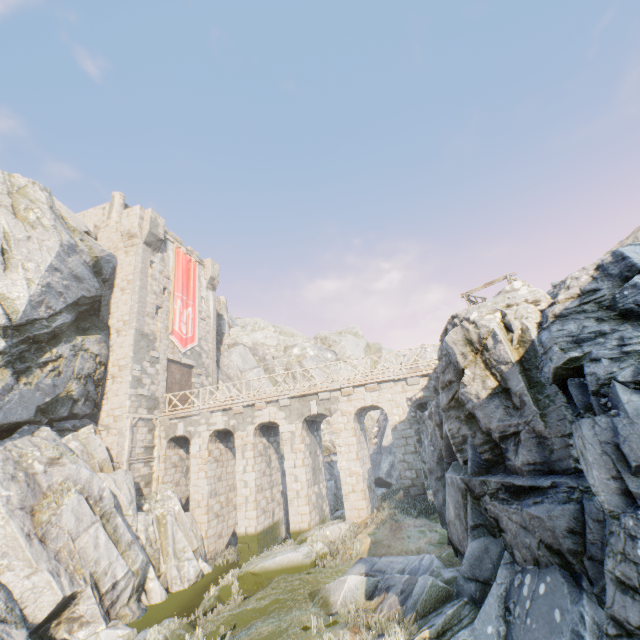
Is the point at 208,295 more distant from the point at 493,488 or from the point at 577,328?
the point at 577,328

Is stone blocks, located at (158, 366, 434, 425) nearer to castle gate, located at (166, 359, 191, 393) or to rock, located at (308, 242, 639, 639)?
rock, located at (308, 242, 639, 639)

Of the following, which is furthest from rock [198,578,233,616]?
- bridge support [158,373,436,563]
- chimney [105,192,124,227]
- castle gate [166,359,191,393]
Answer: castle gate [166,359,191,393]

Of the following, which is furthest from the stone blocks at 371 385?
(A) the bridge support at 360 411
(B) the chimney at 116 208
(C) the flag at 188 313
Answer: (B) the chimney at 116 208

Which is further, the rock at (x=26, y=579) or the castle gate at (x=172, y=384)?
the castle gate at (x=172, y=384)

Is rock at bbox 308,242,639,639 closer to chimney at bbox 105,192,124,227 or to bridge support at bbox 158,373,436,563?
bridge support at bbox 158,373,436,563

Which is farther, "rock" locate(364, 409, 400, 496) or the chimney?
the chimney
